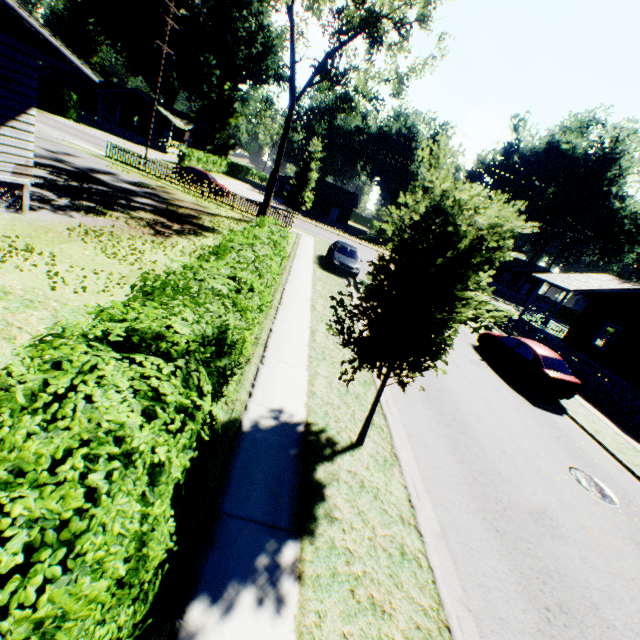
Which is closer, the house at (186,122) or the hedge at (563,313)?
the house at (186,122)

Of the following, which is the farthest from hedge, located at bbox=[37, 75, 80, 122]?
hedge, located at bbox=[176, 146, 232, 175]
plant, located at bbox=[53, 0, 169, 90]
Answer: plant, located at bbox=[53, 0, 169, 90]

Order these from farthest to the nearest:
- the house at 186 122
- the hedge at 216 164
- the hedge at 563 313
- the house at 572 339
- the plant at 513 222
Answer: the hedge at 563 313 → the house at 186 122 → the hedge at 216 164 → the house at 572 339 → the plant at 513 222

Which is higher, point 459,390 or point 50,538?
point 50,538

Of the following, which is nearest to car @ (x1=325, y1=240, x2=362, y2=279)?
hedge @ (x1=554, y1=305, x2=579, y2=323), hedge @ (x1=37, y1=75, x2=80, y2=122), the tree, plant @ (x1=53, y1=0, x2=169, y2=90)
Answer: the tree

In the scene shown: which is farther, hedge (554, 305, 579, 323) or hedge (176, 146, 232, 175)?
hedge (554, 305, 579, 323)

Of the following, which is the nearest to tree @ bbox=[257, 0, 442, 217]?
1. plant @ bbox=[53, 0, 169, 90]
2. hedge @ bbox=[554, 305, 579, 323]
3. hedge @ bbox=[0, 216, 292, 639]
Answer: hedge @ bbox=[0, 216, 292, 639]

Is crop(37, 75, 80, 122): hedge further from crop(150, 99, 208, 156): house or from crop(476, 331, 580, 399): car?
crop(476, 331, 580, 399): car
